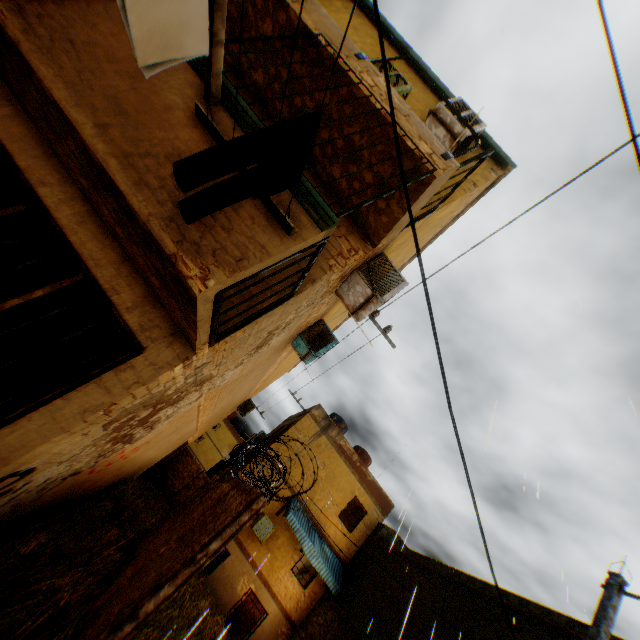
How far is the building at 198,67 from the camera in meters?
2.9 m

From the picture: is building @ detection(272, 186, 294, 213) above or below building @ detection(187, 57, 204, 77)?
below

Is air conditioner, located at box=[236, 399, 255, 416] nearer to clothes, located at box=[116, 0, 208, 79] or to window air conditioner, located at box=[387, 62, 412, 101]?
window air conditioner, located at box=[387, 62, 412, 101]

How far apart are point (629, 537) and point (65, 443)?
15.8 meters

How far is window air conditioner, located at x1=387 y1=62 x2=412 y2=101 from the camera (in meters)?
5.48

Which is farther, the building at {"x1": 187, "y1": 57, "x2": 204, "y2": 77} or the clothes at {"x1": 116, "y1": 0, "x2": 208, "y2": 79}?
the building at {"x1": 187, "y1": 57, "x2": 204, "y2": 77}

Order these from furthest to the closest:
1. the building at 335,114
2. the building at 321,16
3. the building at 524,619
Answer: the building at 524,619
the building at 321,16
the building at 335,114

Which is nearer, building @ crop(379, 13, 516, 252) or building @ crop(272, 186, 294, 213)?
building @ crop(272, 186, 294, 213)
